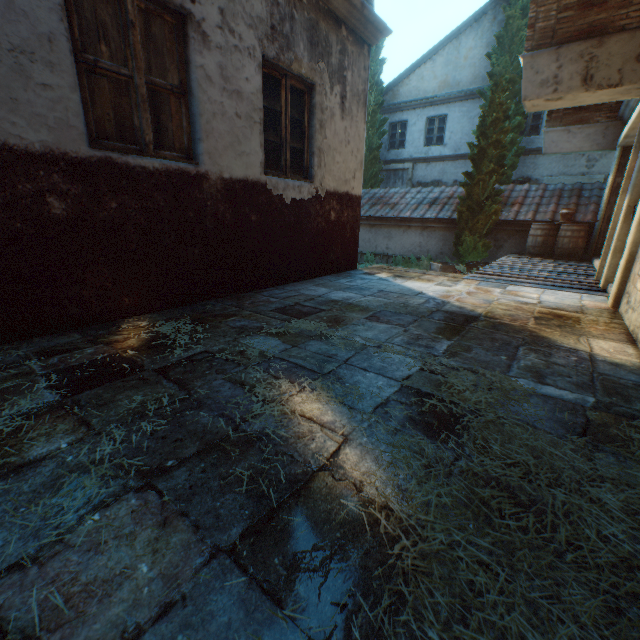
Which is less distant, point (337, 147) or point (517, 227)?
point (337, 147)

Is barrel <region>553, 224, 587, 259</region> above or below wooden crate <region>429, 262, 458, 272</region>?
above

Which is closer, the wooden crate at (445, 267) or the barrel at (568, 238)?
the barrel at (568, 238)

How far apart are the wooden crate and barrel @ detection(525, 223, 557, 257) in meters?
1.9 m

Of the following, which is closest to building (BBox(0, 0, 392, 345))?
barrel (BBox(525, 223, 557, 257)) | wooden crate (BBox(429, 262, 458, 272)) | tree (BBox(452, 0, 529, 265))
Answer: tree (BBox(452, 0, 529, 265))

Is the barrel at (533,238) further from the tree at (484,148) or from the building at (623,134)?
the building at (623,134)

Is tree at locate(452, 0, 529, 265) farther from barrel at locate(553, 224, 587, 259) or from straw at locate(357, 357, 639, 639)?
straw at locate(357, 357, 639, 639)
